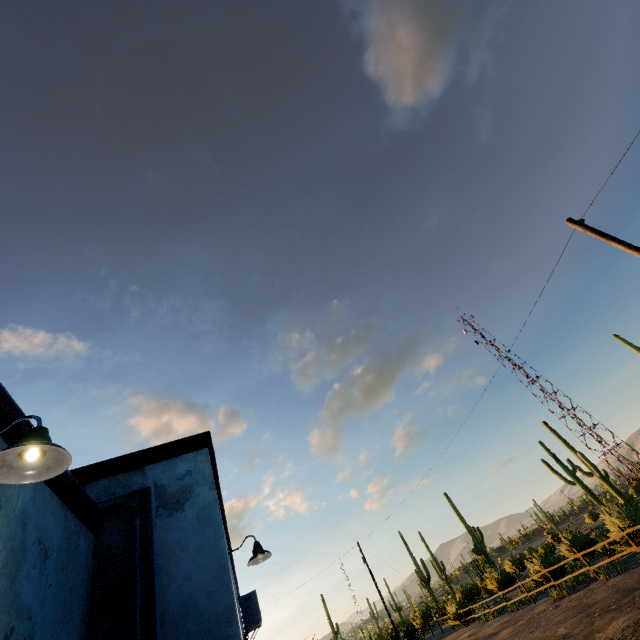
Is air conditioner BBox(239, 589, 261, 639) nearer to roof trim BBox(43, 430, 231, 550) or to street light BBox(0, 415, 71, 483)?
roof trim BBox(43, 430, 231, 550)

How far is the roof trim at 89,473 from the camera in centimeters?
370cm

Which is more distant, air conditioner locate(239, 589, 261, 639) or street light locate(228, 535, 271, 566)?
air conditioner locate(239, 589, 261, 639)

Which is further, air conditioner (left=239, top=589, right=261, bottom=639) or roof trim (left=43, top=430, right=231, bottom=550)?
air conditioner (left=239, top=589, right=261, bottom=639)

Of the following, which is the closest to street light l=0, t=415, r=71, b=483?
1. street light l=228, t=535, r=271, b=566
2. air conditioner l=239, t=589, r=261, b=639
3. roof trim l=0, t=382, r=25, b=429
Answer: Result: roof trim l=0, t=382, r=25, b=429

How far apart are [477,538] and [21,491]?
43.5 meters

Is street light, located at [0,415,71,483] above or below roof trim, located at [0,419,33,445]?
below

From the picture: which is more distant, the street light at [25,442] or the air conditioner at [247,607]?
the air conditioner at [247,607]
